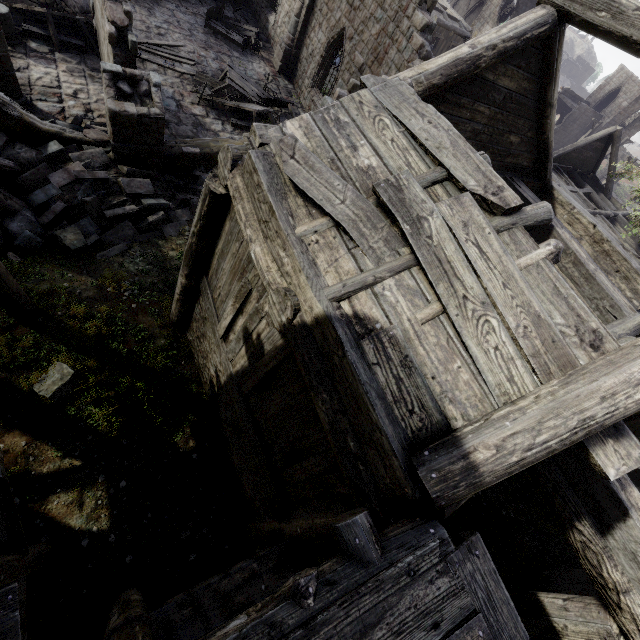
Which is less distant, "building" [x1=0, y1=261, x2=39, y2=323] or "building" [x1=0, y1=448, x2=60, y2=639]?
"building" [x1=0, y1=448, x2=60, y2=639]

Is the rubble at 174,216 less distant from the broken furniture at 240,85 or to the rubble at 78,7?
the broken furniture at 240,85

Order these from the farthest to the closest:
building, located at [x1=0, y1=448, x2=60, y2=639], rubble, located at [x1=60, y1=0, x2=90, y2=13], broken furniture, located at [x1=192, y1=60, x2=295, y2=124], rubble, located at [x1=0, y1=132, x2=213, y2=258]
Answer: broken furniture, located at [x1=192, y1=60, x2=295, y2=124] < rubble, located at [x1=60, y1=0, x2=90, y2=13] < rubble, located at [x1=0, y1=132, x2=213, y2=258] < building, located at [x1=0, y1=448, x2=60, y2=639]

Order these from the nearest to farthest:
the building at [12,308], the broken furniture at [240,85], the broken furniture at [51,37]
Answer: the building at [12,308]
the broken furniture at [51,37]
the broken furniture at [240,85]

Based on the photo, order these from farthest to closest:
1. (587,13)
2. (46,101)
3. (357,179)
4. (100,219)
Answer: (46,101) < (100,219) < (587,13) < (357,179)

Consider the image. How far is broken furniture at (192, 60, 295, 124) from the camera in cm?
1415

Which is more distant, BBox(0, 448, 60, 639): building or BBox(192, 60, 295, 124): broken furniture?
BBox(192, 60, 295, 124): broken furniture

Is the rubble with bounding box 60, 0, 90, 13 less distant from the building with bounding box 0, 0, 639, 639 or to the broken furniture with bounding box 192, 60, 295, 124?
the building with bounding box 0, 0, 639, 639
